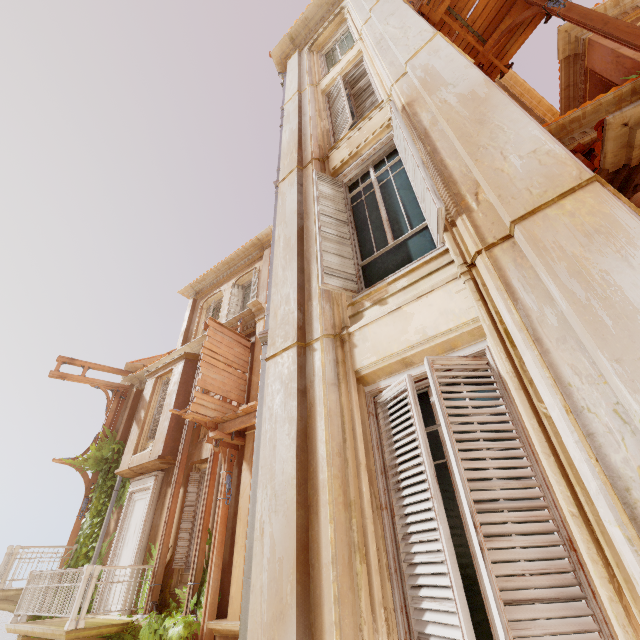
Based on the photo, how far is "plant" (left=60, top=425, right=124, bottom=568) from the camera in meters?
11.0

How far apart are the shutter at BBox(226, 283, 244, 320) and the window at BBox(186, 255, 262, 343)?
0.02m

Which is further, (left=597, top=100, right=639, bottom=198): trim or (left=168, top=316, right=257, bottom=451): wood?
(left=168, top=316, right=257, bottom=451): wood

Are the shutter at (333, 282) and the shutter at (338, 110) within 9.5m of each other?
yes

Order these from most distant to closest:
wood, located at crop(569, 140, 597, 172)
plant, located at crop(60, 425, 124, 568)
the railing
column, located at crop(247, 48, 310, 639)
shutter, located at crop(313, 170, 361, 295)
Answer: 1. plant, located at crop(60, 425, 124, 568)
2. the railing
3. wood, located at crop(569, 140, 597, 172)
4. shutter, located at crop(313, 170, 361, 295)
5. column, located at crop(247, 48, 310, 639)

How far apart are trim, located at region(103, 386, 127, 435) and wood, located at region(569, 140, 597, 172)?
17.7 meters

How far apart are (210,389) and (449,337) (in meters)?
8.04

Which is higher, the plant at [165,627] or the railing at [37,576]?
the railing at [37,576]
